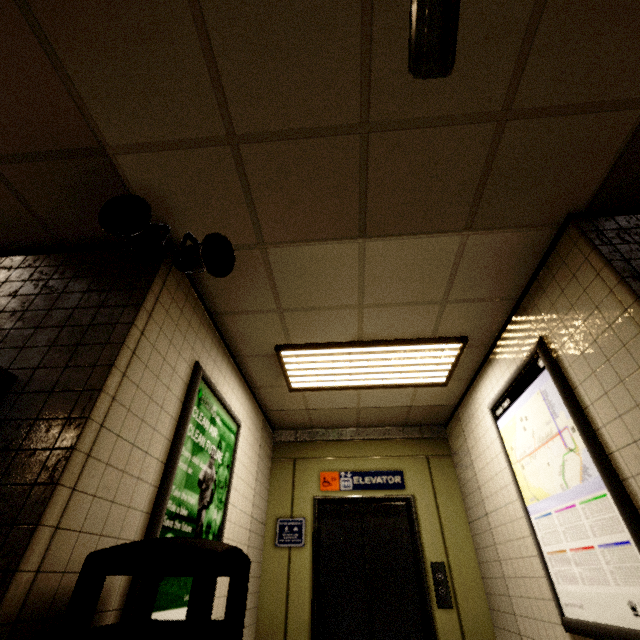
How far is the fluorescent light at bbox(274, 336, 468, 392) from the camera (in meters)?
3.34

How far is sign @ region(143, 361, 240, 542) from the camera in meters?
2.1 m

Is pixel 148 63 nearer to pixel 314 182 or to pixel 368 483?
pixel 314 182

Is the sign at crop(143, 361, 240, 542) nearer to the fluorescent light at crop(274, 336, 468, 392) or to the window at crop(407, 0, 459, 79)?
the fluorescent light at crop(274, 336, 468, 392)

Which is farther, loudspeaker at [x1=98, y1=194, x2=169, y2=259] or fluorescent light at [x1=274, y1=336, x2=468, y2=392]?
fluorescent light at [x1=274, y1=336, x2=468, y2=392]

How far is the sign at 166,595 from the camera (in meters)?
1.97

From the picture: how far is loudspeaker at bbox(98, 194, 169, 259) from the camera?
1.9 meters
